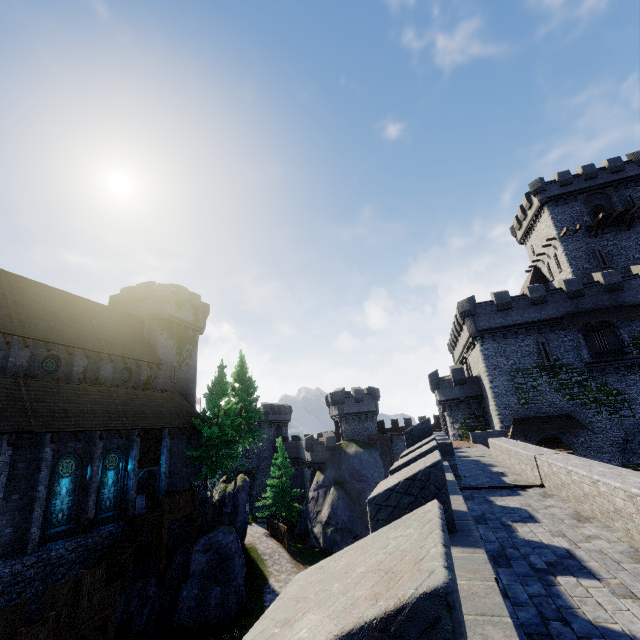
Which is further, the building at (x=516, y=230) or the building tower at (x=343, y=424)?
the building tower at (x=343, y=424)

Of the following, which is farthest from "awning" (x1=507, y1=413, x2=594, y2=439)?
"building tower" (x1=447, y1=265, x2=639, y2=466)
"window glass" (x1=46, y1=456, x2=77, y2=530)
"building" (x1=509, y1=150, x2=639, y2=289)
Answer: "window glass" (x1=46, y1=456, x2=77, y2=530)

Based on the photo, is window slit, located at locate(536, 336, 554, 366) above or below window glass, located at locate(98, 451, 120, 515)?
above

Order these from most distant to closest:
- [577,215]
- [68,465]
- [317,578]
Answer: [577,215], [68,465], [317,578]

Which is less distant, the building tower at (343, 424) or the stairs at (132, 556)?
the stairs at (132, 556)

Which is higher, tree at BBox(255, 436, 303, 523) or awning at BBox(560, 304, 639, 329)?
awning at BBox(560, 304, 639, 329)

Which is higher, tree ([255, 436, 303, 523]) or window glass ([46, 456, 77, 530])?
window glass ([46, 456, 77, 530])

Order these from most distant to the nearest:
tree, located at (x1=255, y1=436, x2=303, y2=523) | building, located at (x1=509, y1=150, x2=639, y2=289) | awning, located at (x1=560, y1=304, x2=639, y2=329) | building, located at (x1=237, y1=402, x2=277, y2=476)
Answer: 1. building, located at (x1=237, y1=402, x2=277, y2=476)
2. tree, located at (x1=255, y1=436, x2=303, y2=523)
3. building, located at (x1=509, y1=150, x2=639, y2=289)
4. awning, located at (x1=560, y1=304, x2=639, y2=329)
